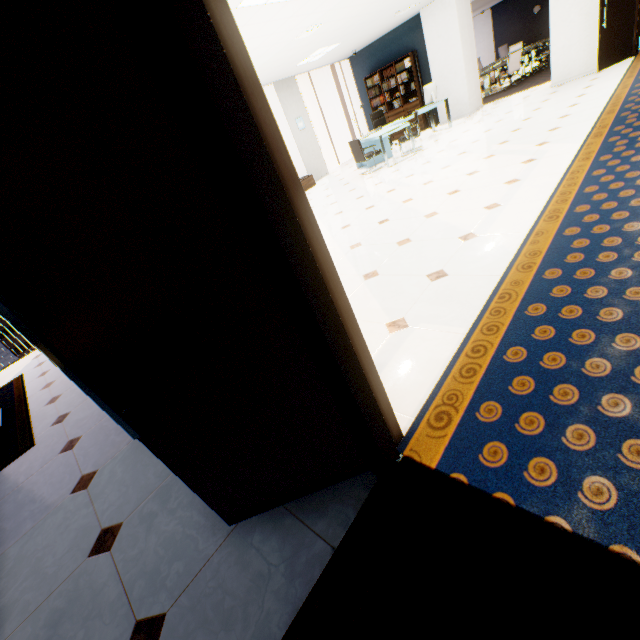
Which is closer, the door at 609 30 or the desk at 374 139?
the door at 609 30

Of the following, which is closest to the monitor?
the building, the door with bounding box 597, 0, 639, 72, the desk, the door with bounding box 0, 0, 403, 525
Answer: the desk

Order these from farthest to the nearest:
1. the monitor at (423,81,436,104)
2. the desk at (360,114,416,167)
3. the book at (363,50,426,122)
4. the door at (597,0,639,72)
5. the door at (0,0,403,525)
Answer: the book at (363,50,426,122) < the monitor at (423,81,436,104) < the desk at (360,114,416,167) < the door at (597,0,639,72) < the door at (0,0,403,525)

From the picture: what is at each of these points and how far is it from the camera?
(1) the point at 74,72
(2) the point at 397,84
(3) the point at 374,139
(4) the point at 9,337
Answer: (1) door, 0.8m
(2) book, 10.5m
(3) desk, 8.0m
(4) building, 47.2m

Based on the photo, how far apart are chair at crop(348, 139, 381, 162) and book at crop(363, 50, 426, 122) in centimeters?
365cm

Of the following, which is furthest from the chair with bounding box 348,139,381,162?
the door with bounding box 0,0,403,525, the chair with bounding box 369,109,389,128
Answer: the door with bounding box 0,0,403,525

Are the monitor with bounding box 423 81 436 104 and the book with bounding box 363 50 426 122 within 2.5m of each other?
yes

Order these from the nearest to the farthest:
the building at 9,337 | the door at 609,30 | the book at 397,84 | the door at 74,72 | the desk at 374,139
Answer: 1. the door at 74,72
2. the door at 609,30
3. the desk at 374,139
4. the book at 397,84
5. the building at 9,337
